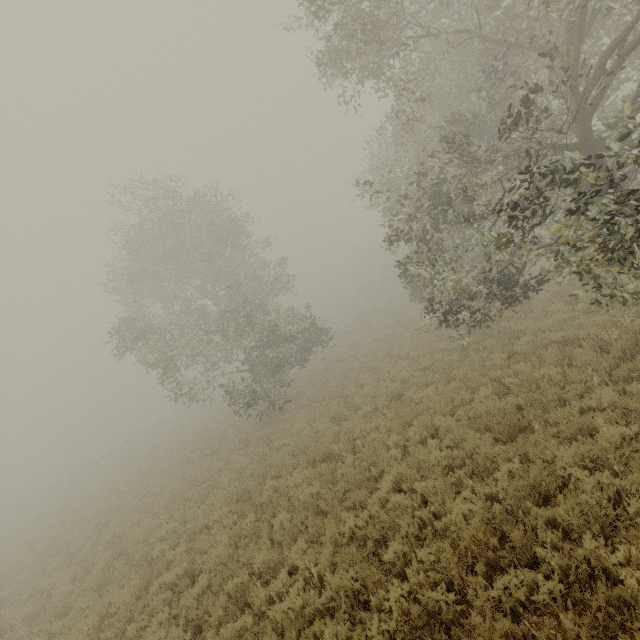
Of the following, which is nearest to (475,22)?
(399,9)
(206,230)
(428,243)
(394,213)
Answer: (399,9)

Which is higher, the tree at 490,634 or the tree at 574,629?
the tree at 490,634

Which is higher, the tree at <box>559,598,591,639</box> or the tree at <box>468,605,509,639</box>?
the tree at <box>468,605,509,639</box>
